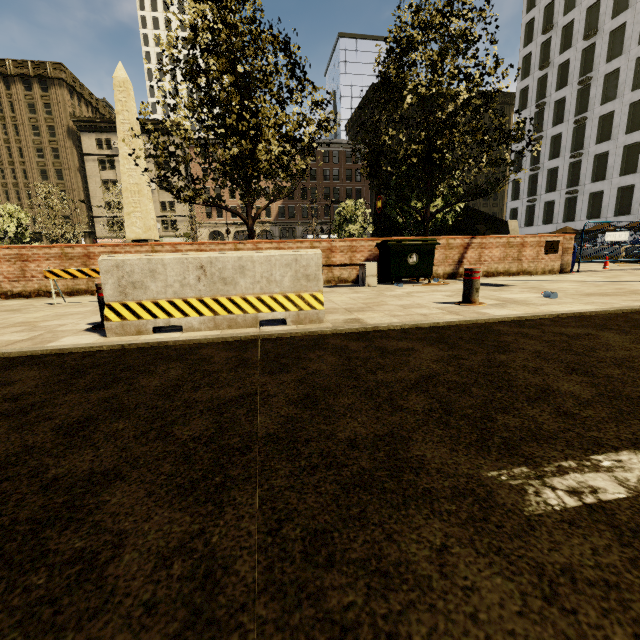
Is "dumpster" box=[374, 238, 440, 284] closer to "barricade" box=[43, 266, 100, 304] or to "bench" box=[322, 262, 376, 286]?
"bench" box=[322, 262, 376, 286]

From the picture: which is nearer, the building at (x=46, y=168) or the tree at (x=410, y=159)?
the tree at (x=410, y=159)

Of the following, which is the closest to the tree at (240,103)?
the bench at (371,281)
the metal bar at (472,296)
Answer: the bench at (371,281)

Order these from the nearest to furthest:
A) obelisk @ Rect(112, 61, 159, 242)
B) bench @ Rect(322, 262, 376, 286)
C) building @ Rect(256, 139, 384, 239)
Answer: bench @ Rect(322, 262, 376, 286), obelisk @ Rect(112, 61, 159, 242), building @ Rect(256, 139, 384, 239)

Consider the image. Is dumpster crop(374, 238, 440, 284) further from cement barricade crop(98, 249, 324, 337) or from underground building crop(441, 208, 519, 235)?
underground building crop(441, 208, 519, 235)

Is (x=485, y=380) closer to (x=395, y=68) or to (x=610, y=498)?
(x=610, y=498)

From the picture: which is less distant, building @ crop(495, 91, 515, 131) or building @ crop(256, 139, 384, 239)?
building @ crop(256, 139, 384, 239)

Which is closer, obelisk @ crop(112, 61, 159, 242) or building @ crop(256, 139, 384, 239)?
obelisk @ crop(112, 61, 159, 242)
